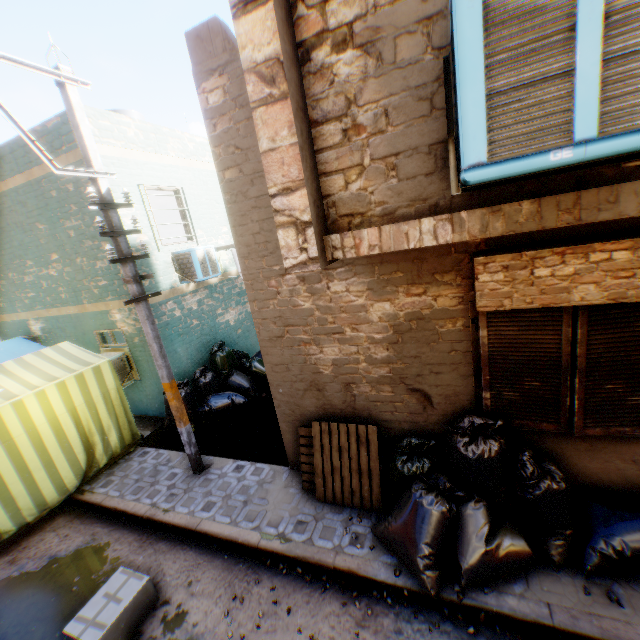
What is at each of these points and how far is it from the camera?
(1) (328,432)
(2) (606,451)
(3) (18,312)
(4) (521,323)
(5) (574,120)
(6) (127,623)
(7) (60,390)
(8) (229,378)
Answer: (1) wooden pallet, 4.8 meters
(2) building, 3.7 meters
(3) building, 9.4 meters
(4) shutter, 3.4 meters
(5) air conditioner, 1.2 meters
(6) cardboard box, 3.7 meters
(7) tent, 6.0 meters
(8) trash bag, 8.6 meters

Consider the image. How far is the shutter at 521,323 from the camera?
3.3 meters

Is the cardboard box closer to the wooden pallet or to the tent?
the tent

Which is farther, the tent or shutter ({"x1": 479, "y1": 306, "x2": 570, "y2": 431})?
the tent

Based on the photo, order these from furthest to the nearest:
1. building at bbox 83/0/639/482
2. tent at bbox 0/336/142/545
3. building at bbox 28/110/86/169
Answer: building at bbox 28/110/86/169, tent at bbox 0/336/142/545, building at bbox 83/0/639/482

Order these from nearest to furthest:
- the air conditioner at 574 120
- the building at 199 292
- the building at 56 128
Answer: the air conditioner at 574 120 → the building at 199 292 → the building at 56 128

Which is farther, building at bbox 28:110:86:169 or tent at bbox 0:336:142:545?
building at bbox 28:110:86:169
